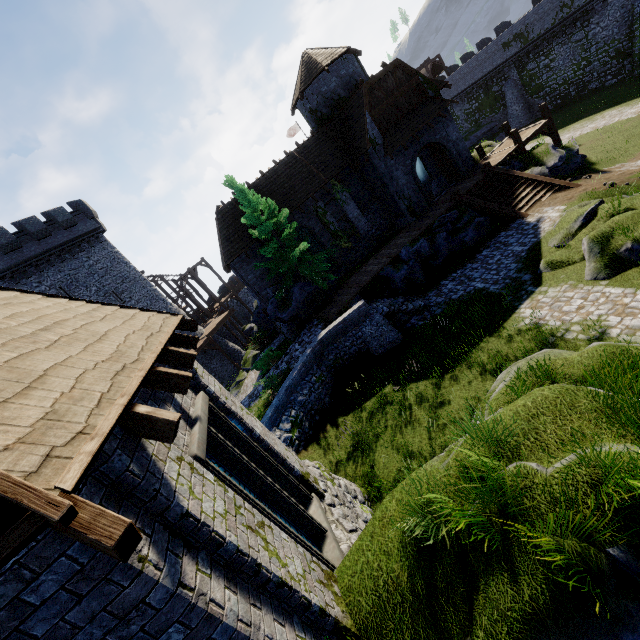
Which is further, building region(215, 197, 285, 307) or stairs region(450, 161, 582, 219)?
building region(215, 197, 285, 307)

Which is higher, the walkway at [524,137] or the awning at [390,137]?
the awning at [390,137]

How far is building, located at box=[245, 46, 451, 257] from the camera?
20.9m

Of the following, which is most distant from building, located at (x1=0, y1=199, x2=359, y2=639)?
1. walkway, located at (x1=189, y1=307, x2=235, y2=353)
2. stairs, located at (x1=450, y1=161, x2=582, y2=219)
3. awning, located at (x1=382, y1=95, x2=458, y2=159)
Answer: awning, located at (x1=382, y1=95, x2=458, y2=159)

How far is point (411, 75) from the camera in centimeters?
2108cm

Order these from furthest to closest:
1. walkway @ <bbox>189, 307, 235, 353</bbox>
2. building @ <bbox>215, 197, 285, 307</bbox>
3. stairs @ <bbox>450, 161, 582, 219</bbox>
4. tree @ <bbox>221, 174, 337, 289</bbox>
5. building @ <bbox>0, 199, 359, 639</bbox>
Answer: walkway @ <bbox>189, 307, 235, 353</bbox>, building @ <bbox>215, 197, 285, 307</bbox>, tree @ <bbox>221, 174, 337, 289</bbox>, stairs @ <bbox>450, 161, 582, 219</bbox>, building @ <bbox>0, 199, 359, 639</bbox>

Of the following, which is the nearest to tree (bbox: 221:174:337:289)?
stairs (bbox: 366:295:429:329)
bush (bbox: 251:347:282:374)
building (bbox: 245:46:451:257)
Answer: building (bbox: 245:46:451:257)

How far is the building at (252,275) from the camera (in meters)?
22.05
